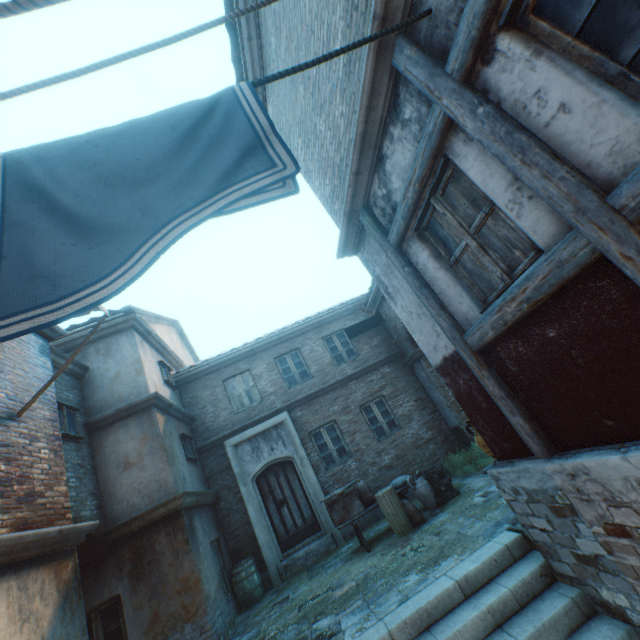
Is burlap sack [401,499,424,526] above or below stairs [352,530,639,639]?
above

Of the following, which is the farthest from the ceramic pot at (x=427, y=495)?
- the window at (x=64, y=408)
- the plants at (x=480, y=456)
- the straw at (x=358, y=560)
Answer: the window at (x=64, y=408)

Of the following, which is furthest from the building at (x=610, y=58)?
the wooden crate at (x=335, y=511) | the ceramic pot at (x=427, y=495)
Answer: the ceramic pot at (x=427, y=495)

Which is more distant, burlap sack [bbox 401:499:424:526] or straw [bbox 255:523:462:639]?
burlap sack [bbox 401:499:424:526]

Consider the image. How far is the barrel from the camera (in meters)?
8.15

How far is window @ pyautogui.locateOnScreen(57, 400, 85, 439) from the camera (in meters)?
6.84

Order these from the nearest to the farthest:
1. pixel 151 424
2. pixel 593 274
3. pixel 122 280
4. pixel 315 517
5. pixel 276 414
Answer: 1. pixel 122 280
2. pixel 593 274
3. pixel 151 424
4. pixel 315 517
5. pixel 276 414

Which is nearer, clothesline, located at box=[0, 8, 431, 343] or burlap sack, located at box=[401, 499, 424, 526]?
clothesline, located at box=[0, 8, 431, 343]
